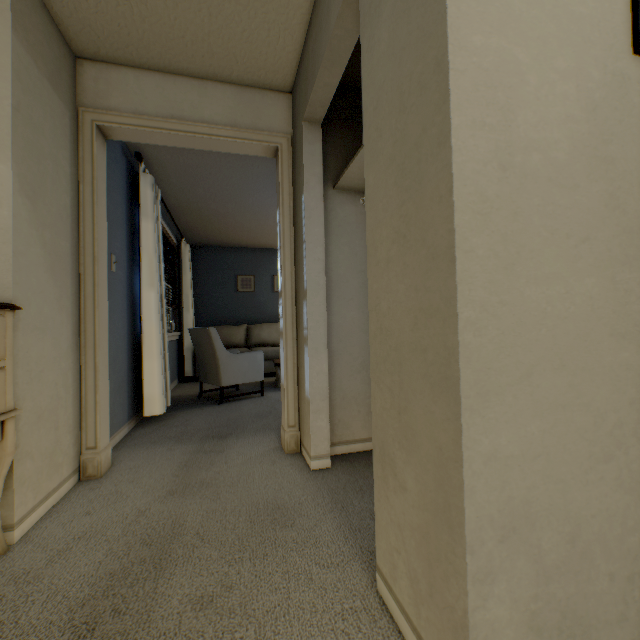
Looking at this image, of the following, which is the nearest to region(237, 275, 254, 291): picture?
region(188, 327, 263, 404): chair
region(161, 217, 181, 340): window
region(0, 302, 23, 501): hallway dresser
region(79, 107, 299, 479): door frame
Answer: region(161, 217, 181, 340): window

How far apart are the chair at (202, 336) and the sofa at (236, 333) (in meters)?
0.96

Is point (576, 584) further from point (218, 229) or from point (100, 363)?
point (218, 229)

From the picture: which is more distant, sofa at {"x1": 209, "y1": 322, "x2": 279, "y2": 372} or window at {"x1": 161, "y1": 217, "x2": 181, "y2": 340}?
sofa at {"x1": 209, "y1": 322, "x2": 279, "y2": 372}

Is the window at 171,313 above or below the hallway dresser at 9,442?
above

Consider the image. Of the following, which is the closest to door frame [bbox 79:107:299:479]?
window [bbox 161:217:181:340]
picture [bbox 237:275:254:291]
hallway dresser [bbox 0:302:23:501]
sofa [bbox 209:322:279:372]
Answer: hallway dresser [bbox 0:302:23:501]

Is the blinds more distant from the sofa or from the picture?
the picture

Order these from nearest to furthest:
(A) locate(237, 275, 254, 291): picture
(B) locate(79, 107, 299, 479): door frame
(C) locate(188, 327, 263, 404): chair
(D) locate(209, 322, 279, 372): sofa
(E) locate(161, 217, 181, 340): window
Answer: (B) locate(79, 107, 299, 479): door frame
(C) locate(188, 327, 263, 404): chair
(E) locate(161, 217, 181, 340): window
(D) locate(209, 322, 279, 372): sofa
(A) locate(237, 275, 254, 291): picture
